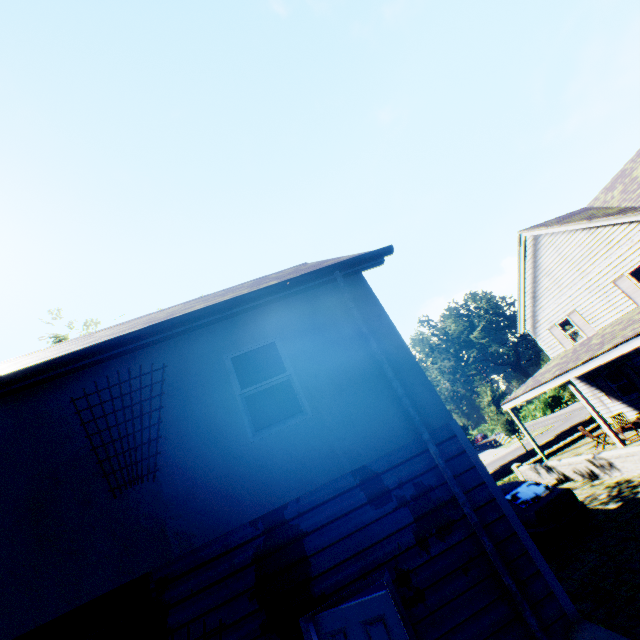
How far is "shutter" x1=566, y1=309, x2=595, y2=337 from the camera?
17.7 meters

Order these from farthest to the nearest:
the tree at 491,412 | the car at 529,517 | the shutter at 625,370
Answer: the tree at 491,412
the shutter at 625,370
the car at 529,517

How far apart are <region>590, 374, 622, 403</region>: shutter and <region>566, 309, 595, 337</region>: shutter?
2.20m

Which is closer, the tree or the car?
the car

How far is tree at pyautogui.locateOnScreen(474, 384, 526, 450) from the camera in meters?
31.3

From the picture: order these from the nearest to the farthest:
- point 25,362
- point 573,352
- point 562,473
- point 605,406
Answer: point 25,362, point 562,473, point 573,352, point 605,406

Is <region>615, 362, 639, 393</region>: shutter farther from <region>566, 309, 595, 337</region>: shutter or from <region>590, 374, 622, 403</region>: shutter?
<region>566, 309, 595, 337</region>: shutter

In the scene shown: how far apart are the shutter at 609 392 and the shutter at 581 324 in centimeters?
220cm
